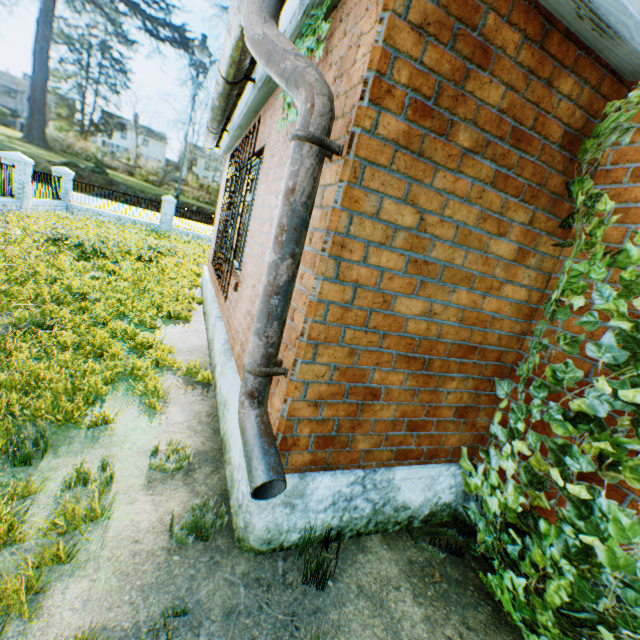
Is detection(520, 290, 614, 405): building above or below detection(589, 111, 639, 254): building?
below

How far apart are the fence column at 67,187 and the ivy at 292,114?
21.67m

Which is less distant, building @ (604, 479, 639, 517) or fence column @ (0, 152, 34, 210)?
building @ (604, 479, 639, 517)

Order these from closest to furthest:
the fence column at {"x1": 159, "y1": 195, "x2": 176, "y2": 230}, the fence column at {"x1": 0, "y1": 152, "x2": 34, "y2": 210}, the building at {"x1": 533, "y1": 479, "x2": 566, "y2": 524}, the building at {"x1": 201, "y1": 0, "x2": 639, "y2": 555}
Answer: the building at {"x1": 201, "y1": 0, "x2": 639, "y2": 555}, the building at {"x1": 533, "y1": 479, "x2": 566, "y2": 524}, the fence column at {"x1": 0, "y1": 152, "x2": 34, "y2": 210}, the fence column at {"x1": 159, "y1": 195, "x2": 176, "y2": 230}

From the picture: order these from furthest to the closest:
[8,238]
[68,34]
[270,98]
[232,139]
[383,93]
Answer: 1. [68,34]
2. [8,238]
3. [232,139]
4. [270,98]
5. [383,93]

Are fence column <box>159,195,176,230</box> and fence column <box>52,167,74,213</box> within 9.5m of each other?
yes

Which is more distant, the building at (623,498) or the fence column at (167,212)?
the fence column at (167,212)

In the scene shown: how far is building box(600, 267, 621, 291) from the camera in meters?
2.2 m
